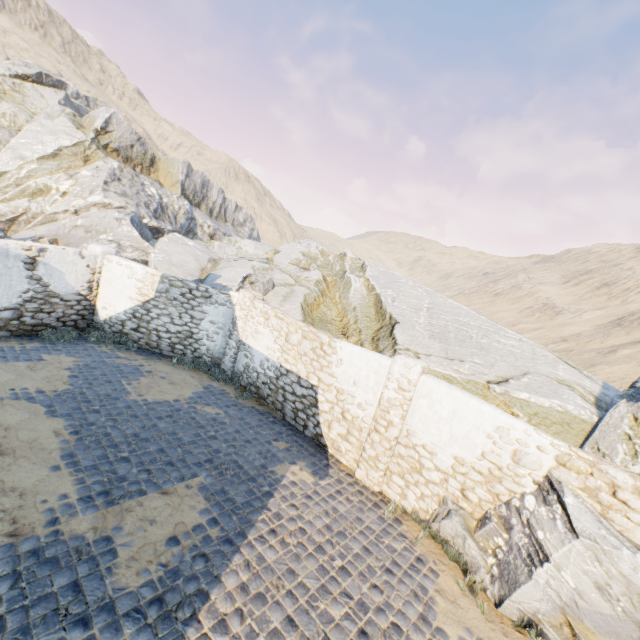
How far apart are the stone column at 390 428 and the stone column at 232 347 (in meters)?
5.64

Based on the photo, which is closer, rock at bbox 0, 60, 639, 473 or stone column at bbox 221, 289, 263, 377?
rock at bbox 0, 60, 639, 473

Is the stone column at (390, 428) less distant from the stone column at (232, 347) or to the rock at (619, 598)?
the rock at (619, 598)

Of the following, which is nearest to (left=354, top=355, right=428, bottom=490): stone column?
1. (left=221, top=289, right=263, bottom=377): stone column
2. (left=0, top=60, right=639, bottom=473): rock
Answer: (left=0, top=60, right=639, bottom=473): rock

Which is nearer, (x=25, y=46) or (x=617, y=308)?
(x=617, y=308)

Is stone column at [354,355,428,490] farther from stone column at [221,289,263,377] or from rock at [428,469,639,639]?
stone column at [221,289,263,377]

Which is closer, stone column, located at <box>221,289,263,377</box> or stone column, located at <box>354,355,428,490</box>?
stone column, located at <box>354,355,428,490</box>

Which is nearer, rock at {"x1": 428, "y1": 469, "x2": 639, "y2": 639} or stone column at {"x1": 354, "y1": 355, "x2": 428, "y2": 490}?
rock at {"x1": 428, "y1": 469, "x2": 639, "y2": 639}
